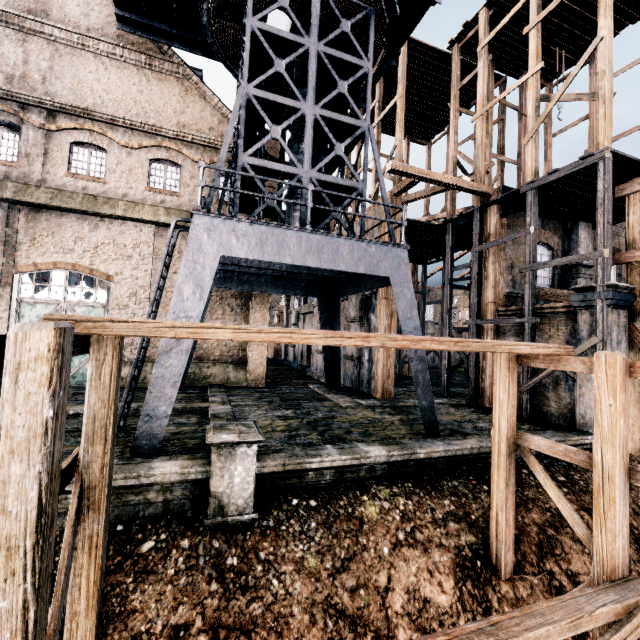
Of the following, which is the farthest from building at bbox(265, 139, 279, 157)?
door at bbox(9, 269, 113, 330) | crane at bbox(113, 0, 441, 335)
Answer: crane at bbox(113, 0, 441, 335)

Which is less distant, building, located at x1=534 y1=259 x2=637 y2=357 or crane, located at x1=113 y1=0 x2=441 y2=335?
crane, located at x1=113 y1=0 x2=441 y2=335

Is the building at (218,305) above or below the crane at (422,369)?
above

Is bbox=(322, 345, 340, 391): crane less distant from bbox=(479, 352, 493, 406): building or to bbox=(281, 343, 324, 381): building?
bbox=(281, 343, 324, 381): building

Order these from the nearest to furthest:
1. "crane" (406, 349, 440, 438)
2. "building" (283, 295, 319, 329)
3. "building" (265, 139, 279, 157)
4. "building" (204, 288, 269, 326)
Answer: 1. "crane" (406, 349, 440, 438)
2. "building" (204, 288, 269, 326)
3. "building" (265, 139, 279, 157)
4. "building" (283, 295, 319, 329)

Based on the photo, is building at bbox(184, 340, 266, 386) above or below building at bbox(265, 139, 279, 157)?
below

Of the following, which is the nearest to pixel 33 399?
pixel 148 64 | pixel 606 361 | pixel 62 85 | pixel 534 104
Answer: pixel 606 361

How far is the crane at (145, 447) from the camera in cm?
795
